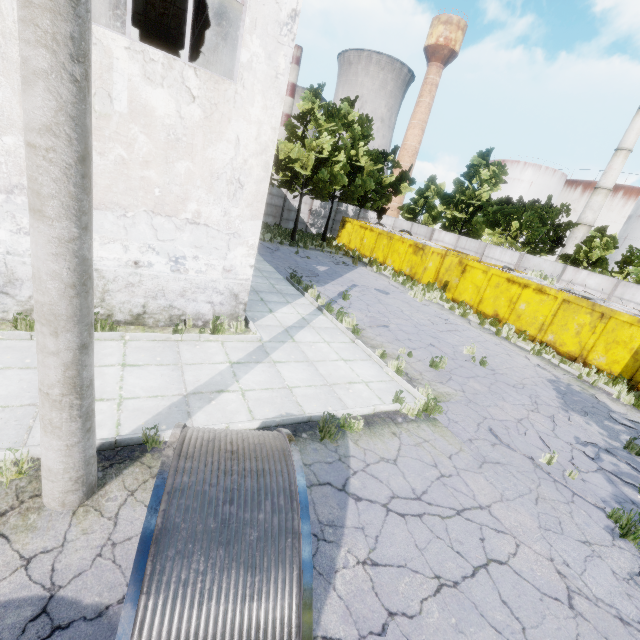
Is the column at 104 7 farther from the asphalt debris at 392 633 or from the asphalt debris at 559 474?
the asphalt debris at 559 474

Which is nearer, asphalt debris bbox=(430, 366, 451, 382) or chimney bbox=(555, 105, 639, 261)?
asphalt debris bbox=(430, 366, 451, 382)

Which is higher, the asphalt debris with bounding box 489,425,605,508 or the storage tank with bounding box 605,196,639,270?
the storage tank with bounding box 605,196,639,270

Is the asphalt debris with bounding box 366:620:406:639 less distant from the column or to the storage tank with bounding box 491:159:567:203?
the column

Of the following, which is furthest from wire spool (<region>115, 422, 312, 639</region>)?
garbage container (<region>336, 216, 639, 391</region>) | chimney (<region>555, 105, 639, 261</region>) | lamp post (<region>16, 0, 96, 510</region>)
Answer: chimney (<region>555, 105, 639, 261</region>)

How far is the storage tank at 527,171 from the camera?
52.1 meters

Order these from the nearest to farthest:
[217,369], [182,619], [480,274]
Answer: [182,619], [217,369], [480,274]

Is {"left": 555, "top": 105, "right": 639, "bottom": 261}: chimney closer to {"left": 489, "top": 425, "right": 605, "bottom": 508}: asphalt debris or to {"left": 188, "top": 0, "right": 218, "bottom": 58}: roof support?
{"left": 489, "top": 425, "right": 605, "bottom": 508}: asphalt debris
